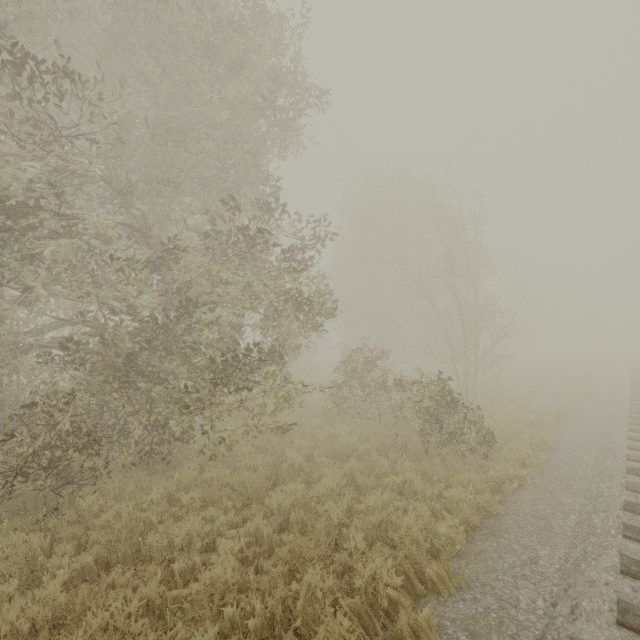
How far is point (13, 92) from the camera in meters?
5.5 m
